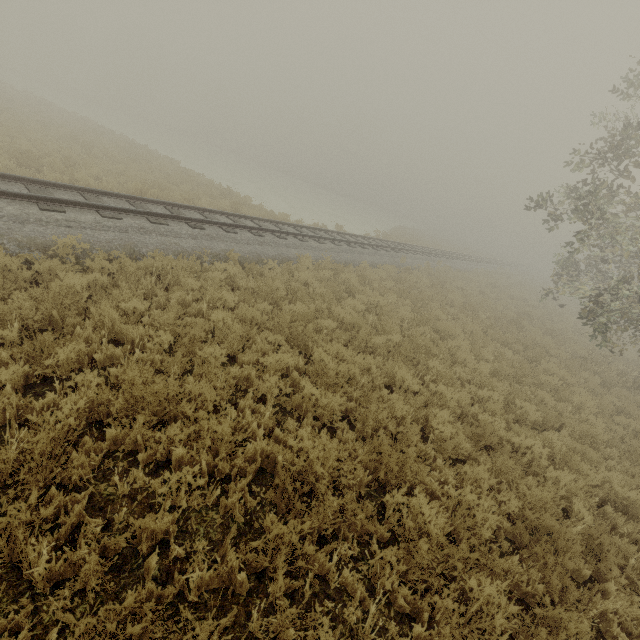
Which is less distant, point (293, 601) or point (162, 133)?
point (293, 601)
